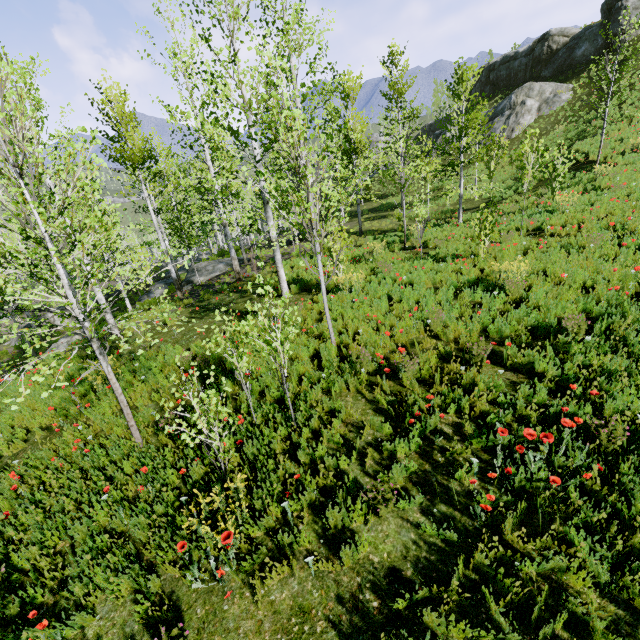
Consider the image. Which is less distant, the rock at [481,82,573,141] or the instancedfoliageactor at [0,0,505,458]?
the instancedfoliageactor at [0,0,505,458]

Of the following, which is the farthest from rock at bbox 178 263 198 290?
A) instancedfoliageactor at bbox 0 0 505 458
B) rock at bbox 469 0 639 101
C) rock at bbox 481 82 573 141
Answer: instancedfoliageactor at bbox 0 0 505 458

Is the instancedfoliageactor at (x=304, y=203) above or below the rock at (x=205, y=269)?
above

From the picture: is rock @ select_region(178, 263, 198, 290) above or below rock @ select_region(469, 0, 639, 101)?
below

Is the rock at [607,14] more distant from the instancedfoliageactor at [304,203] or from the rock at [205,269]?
the instancedfoliageactor at [304,203]

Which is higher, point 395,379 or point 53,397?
point 395,379

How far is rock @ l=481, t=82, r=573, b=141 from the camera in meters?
28.0
